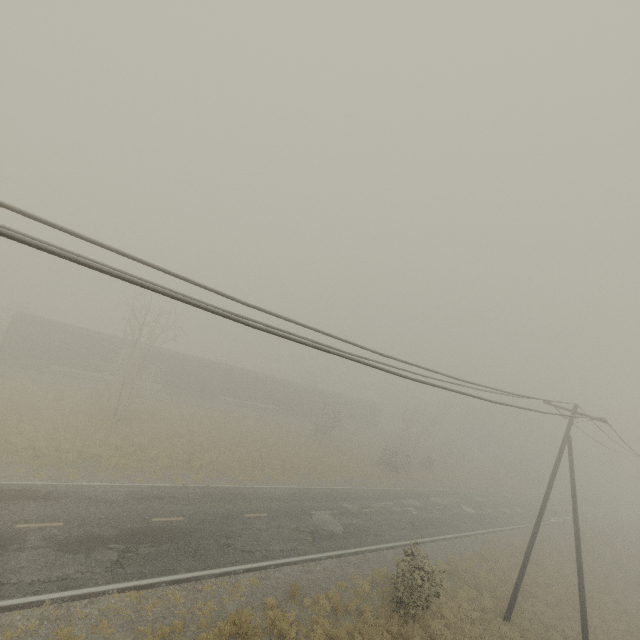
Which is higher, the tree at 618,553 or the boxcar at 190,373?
the boxcar at 190,373

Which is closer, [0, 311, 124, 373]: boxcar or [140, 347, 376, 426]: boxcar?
[0, 311, 124, 373]: boxcar

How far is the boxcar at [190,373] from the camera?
37.2 meters

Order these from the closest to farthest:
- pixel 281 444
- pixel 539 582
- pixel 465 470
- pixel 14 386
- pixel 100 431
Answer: pixel 539 582
pixel 100 431
pixel 14 386
pixel 281 444
pixel 465 470

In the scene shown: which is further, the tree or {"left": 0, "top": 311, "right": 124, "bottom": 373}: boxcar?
the tree

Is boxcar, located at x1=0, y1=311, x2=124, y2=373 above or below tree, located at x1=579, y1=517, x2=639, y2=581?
above
